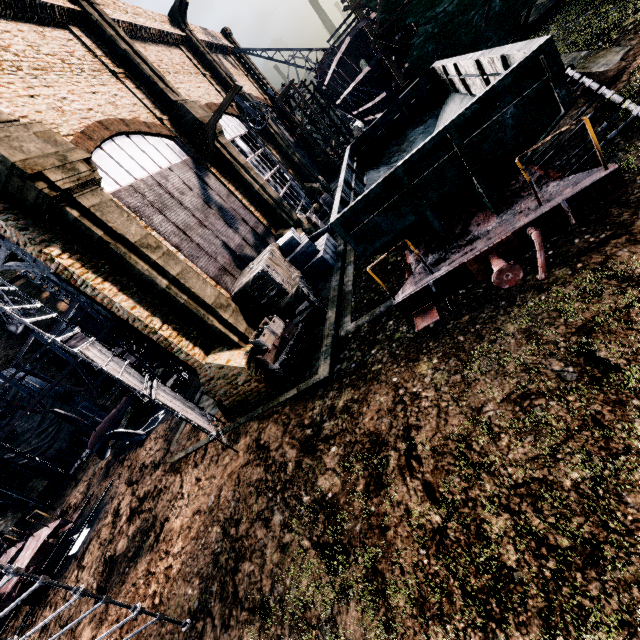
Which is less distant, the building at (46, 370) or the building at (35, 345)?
the building at (35, 345)

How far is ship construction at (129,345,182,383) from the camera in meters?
24.2 m

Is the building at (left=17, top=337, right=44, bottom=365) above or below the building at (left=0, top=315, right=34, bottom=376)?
below

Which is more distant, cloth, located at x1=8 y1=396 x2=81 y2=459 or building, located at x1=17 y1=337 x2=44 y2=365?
building, located at x1=17 y1=337 x2=44 y2=365

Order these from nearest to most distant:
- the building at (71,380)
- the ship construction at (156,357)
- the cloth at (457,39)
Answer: the cloth at (457,39), the ship construction at (156,357), the building at (71,380)

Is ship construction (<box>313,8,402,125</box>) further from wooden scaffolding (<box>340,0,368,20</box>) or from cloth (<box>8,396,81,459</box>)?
cloth (<box>8,396,81,459</box>)

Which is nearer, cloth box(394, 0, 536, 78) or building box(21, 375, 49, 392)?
cloth box(394, 0, 536, 78)

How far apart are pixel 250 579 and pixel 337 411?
4.3 meters
